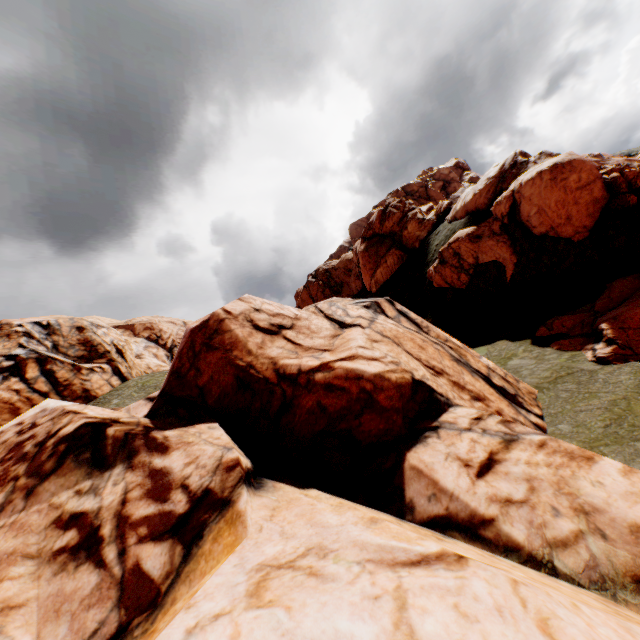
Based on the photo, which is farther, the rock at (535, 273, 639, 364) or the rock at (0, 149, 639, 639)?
the rock at (535, 273, 639, 364)

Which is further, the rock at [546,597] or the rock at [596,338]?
the rock at [596,338]

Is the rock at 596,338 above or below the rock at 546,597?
below

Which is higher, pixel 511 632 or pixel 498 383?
pixel 511 632

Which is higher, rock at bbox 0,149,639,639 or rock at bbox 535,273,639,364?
rock at bbox 0,149,639,639
